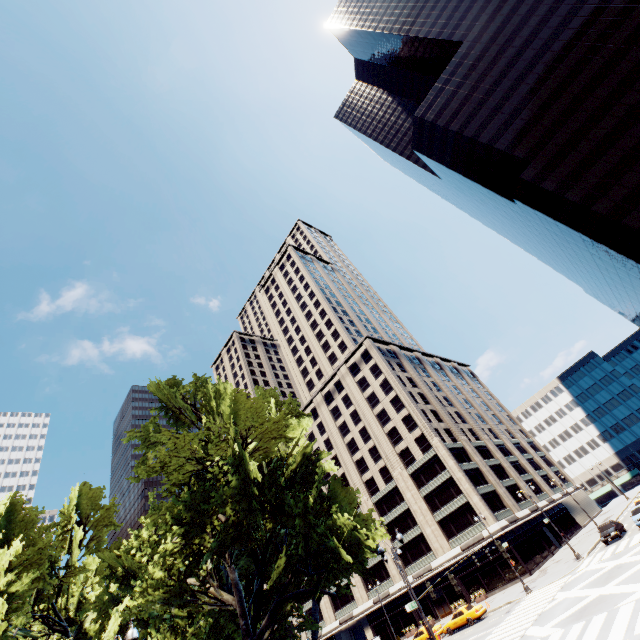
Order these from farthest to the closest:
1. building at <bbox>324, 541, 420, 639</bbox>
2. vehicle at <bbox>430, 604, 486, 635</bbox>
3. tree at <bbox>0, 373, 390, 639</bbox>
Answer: building at <bbox>324, 541, 420, 639</bbox>
vehicle at <bbox>430, 604, 486, 635</bbox>
tree at <bbox>0, 373, 390, 639</bbox>

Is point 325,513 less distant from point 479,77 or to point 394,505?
point 394,505

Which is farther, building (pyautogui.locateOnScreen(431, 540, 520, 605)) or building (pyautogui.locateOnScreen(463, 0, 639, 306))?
building (pyautogui.locateOnScreen(431, 540, 520, 605))

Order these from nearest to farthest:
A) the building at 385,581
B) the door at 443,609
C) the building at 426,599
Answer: the door at 443,609 → the building at 426,599 → the building at 385,581

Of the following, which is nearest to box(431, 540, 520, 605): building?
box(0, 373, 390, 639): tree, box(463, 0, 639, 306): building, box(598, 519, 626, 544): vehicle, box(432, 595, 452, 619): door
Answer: box(432, 595, 452, 619): door

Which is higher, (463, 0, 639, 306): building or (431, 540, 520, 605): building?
(463, 0, 639, 306): building

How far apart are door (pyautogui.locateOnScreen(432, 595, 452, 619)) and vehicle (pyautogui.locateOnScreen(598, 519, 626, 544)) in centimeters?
2445cm

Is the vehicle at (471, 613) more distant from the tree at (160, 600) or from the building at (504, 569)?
the tree at (160, 600)
